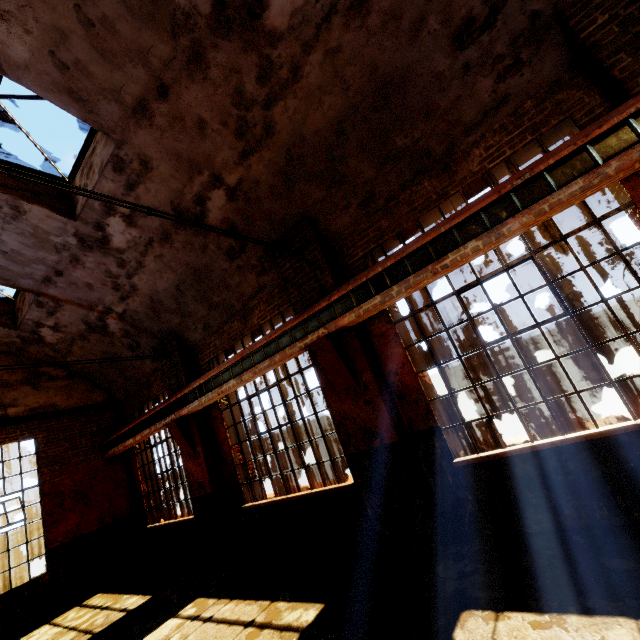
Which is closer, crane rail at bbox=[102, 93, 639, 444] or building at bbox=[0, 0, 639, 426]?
crane rail at bbox=[102, 93, 639, 444]

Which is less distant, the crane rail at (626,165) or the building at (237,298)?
the crane rail at (626,165)

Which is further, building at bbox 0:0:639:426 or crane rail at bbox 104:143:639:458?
building at bbox 0:0:639:426

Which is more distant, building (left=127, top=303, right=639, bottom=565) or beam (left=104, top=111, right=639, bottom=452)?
building (left=127, top=303, right=639, bottom=565)

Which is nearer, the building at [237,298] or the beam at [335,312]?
the beam at [335,312]

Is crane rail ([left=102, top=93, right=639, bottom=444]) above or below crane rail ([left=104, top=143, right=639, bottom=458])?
above

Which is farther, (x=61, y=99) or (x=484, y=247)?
(x=61, y=99)
